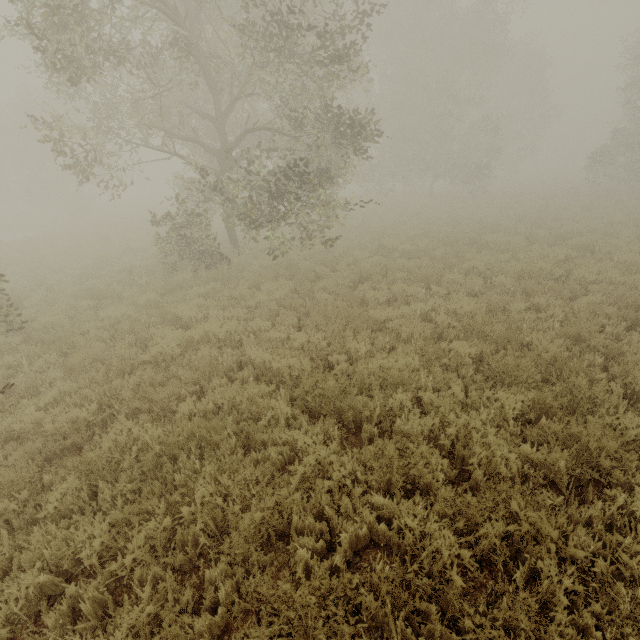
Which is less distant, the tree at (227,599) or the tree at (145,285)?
the tree at (227,599)

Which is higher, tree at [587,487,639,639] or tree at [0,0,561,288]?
tree at [0,0,561,288]

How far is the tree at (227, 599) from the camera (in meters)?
2.85

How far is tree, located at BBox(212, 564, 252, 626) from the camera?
2.9m

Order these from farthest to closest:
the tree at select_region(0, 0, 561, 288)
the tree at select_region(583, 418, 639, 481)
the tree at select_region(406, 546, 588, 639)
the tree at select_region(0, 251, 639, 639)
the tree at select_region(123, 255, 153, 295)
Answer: the tree at select_region(123, 255, 153, 295) < the tree at select_region(0, 0, 561, 288) < the tree at select_region(583, 418, 639, 481) < the tree at select_region(0, 251, 639, 639) < the tree at select_region(406, 546, 588, 639)

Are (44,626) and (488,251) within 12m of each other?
no
